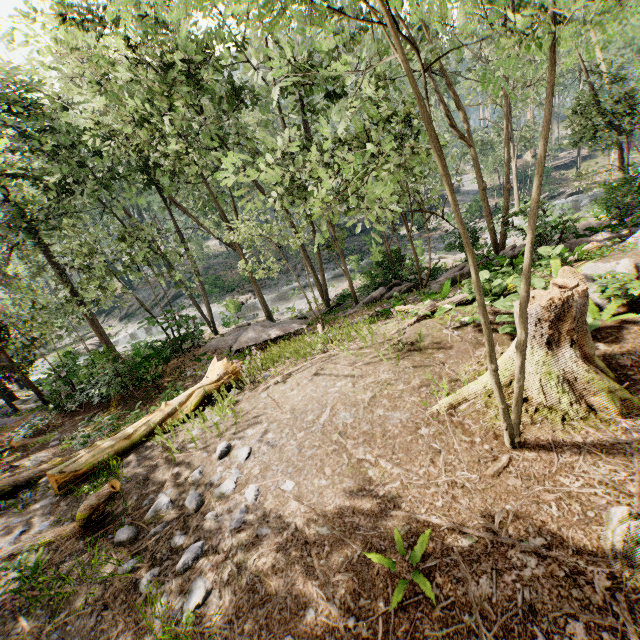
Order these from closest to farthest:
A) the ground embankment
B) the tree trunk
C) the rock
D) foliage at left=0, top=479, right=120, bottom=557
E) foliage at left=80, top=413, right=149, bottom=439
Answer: foliage at left=0, top=479, right=120, bottom=557 → the tree trunk → foliage at left=80, top=413, right=149, bottom=439 → the rock → the ground embankment

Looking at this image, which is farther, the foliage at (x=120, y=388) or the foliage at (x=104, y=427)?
the foliage at (x=120, y=388)

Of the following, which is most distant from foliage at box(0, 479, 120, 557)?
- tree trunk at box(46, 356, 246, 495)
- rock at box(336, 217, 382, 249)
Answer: tree trunk at box(46, 356, 246, 495)

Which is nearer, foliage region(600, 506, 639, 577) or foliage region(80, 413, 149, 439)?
foliage region(600, 506, 639, 577)

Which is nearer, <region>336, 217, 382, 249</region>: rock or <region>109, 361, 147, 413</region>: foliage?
<region>109, 361, 147, 413</region>: foliage

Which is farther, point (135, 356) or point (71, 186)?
point (71, 186)

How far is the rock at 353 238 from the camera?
37.3m

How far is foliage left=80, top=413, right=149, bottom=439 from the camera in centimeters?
882cm
